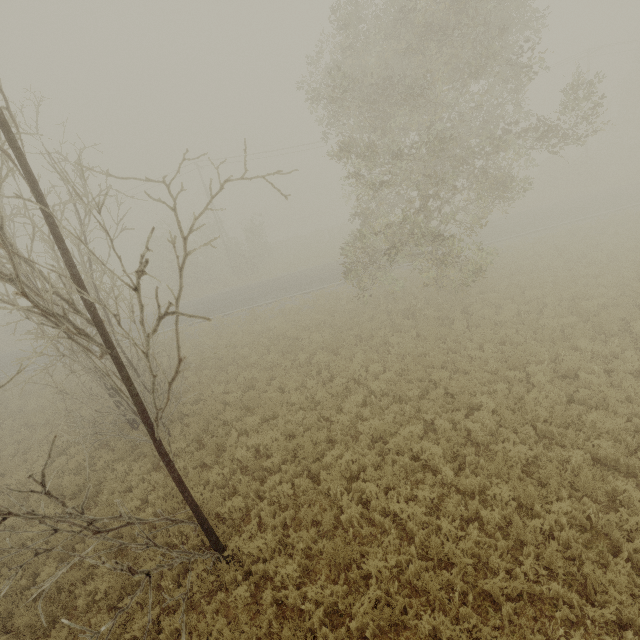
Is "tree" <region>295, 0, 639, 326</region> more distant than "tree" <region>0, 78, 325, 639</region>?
Yes

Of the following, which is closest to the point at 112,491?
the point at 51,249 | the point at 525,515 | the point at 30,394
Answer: the point at 51,249

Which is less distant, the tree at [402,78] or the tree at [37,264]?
the tree at [37,264]
